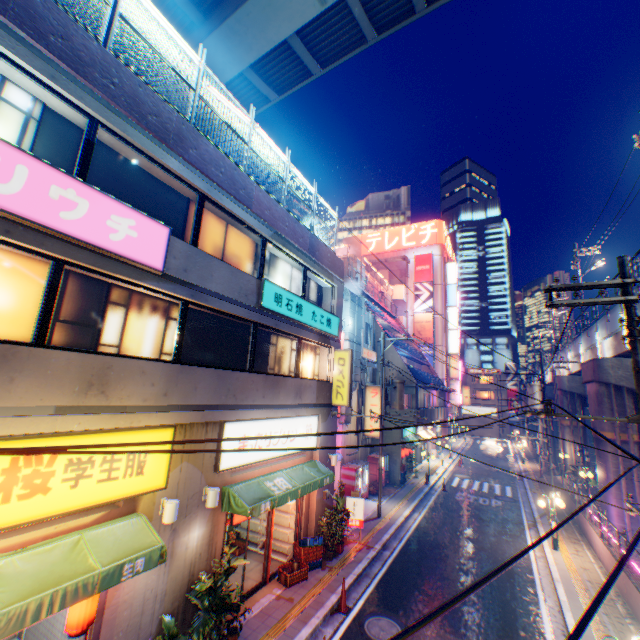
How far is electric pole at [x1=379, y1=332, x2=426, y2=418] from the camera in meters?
17.5 m

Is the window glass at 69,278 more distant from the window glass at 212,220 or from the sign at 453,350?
the sign at 453,350

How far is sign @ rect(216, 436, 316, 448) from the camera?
9.1m

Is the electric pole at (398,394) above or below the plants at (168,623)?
above

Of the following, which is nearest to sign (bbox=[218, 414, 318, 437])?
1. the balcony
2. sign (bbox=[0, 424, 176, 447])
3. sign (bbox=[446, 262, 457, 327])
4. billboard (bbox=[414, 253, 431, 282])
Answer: sign (bbox=[0, 424, 176, 447])

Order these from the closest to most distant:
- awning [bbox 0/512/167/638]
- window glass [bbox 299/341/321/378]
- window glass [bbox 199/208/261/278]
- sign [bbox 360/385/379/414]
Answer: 1. awning [bbox 0/512/167/638]
2. window glass [bbox 199/208/261/278]
3. window glass [bbox 299/341/321/378]
4. sign [bbox 360/385/379/414]

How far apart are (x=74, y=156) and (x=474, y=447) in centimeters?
5223cm

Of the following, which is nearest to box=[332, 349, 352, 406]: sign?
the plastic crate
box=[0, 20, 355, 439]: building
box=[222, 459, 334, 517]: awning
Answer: box=[0, 20, 355, 439]: building
